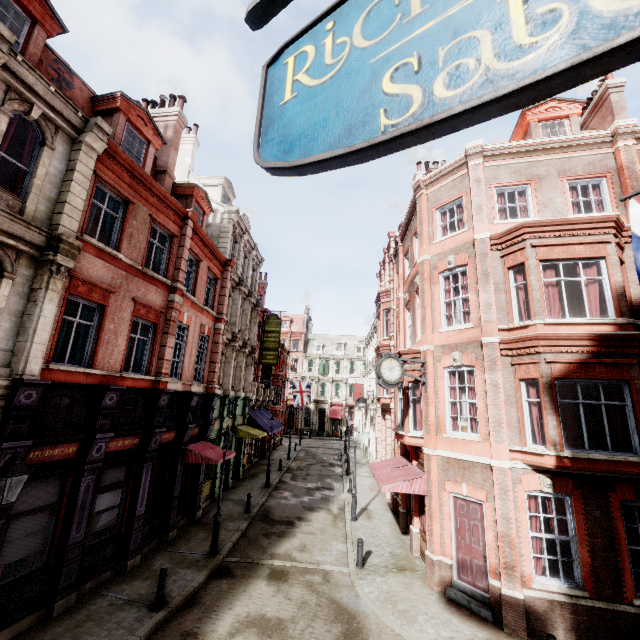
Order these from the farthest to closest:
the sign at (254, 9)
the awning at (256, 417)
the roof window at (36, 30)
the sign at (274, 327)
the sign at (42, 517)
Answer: the sign at (274, 327), the awning at (256, 417), the roof window at (36, 30), the sign at (42, 517), the sign at (254, 9)

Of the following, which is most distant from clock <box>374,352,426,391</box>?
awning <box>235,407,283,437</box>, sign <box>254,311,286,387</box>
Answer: awning <box>235,407,283,437</box>

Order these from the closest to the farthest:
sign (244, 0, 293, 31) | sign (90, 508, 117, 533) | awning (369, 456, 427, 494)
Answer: sign (244, 0, 293, 31) < sign (90, 508, 117, 533) < awning (369, 456, 427, 494)

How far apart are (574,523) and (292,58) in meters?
13.3

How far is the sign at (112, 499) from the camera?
10.6m

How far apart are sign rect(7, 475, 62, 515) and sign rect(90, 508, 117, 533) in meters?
1.5

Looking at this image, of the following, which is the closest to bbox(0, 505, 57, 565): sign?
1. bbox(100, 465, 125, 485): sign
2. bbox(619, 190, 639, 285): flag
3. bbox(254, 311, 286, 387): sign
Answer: bbox(100, 465, 125, 485): sign

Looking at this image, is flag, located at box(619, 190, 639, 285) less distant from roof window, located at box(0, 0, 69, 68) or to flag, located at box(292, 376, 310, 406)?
roof window, located at box(0, 0, 69, 68)
